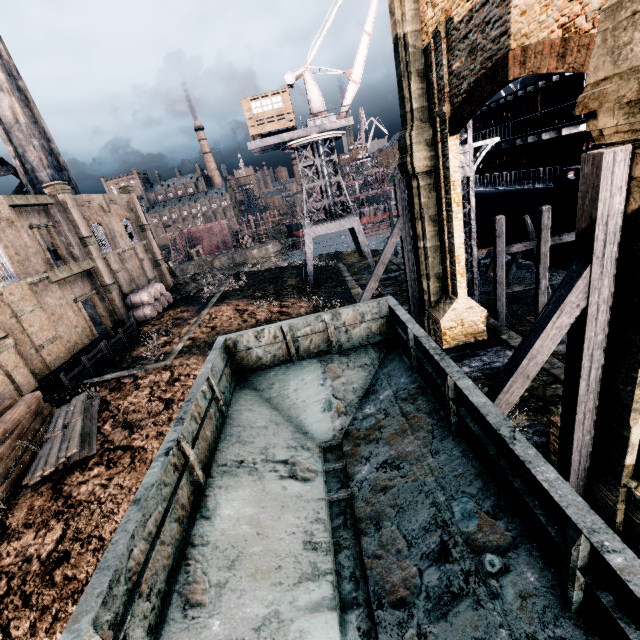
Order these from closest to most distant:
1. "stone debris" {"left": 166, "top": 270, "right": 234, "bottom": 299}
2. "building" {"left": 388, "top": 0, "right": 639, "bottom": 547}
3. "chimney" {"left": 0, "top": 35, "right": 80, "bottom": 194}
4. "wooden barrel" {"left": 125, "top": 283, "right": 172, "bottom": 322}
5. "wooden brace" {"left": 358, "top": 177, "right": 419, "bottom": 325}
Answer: "building" {"left": 388, "top": 0, "right": 639, "bottom": 547} → "wooden brace" {"left": 358, "top": 177, "right": 419, "bottom": 325} → "chimney" {"left": 0, "top": 35, "right": 80, "bottom": 194} → "wooden barrel" {"left": 125, "top": 283, "right": 172, "bottom": 322} → "stone debris" {"left": 166, "top": 270, "right": 234, "bottom": 299}

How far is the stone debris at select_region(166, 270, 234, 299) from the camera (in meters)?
39.69

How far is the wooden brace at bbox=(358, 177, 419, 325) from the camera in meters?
17.2 m

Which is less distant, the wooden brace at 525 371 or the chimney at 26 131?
the wooden brace at 525 371

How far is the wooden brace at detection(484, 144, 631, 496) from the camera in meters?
5.8 m

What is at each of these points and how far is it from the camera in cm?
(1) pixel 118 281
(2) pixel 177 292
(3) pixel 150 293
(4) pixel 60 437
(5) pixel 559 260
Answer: (1) building, 3244
(2) stone debris, 4012
(3) wooden barrel, 3291
(4) wood pile, 1457
(5) ship, 2402

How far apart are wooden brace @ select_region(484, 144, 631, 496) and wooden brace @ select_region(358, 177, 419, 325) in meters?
11.7

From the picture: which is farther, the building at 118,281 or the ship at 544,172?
the building at 118,281
